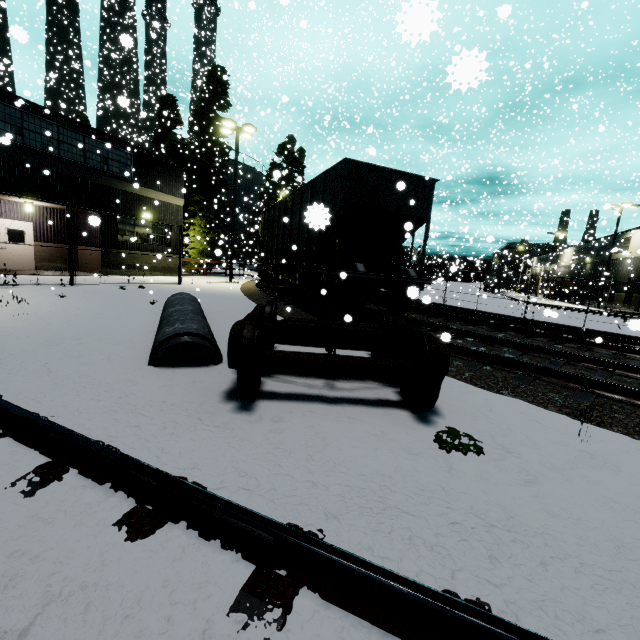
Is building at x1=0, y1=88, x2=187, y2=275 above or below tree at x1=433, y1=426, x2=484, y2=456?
above

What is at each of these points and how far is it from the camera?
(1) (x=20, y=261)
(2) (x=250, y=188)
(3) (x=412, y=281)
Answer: (1) door, 16.6m
(2) silo, 41.5m
(3) flatcar, 9.1m

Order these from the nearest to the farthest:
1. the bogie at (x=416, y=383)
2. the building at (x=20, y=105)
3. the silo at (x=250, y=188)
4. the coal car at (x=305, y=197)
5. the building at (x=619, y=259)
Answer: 1. the bogie at (x=416, y=383)
2. the coal car at (x=305, y=197)
3. the building at (x=20, y=105)
4. the building at (x=619, y=259)
5. the silo at (x=250, y=188)

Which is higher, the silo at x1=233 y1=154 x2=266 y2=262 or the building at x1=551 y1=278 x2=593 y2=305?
the silo at x1=233 y1=154 x2=266 y2=262

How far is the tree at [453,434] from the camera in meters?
3.0 m

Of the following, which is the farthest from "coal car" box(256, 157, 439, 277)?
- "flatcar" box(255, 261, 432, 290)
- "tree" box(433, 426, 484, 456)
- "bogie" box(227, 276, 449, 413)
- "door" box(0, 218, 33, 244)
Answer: "door" box(0, 218, 33, 244)

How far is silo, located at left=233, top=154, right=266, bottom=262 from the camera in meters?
39.7 m

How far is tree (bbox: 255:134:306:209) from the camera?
32.8m
